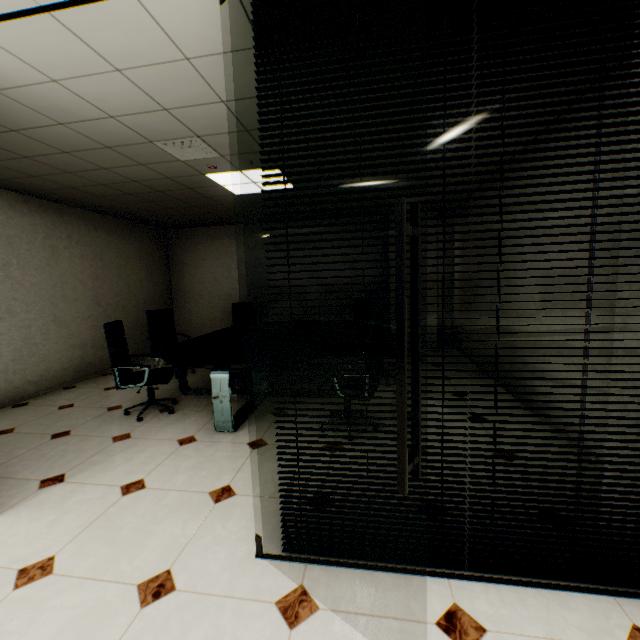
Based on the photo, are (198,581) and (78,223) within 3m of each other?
no

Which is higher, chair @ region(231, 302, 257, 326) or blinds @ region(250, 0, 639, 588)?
blinds @ region(250, 0, 639, 588)

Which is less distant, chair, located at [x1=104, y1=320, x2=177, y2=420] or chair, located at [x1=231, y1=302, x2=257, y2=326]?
chair, located at [x1=104, y1=320, x2=177, y2=420]

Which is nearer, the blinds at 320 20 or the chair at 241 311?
the blinds at 320 20

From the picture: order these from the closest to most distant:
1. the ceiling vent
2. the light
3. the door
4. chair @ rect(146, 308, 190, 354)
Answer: the door
the ceiling vent
the light
chair @ rect(146, 308, 190, 354)

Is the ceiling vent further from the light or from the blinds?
the blinds

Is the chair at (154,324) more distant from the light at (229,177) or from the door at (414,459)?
the door at (414,459)

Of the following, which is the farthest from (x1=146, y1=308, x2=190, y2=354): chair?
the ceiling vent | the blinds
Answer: the blinds
